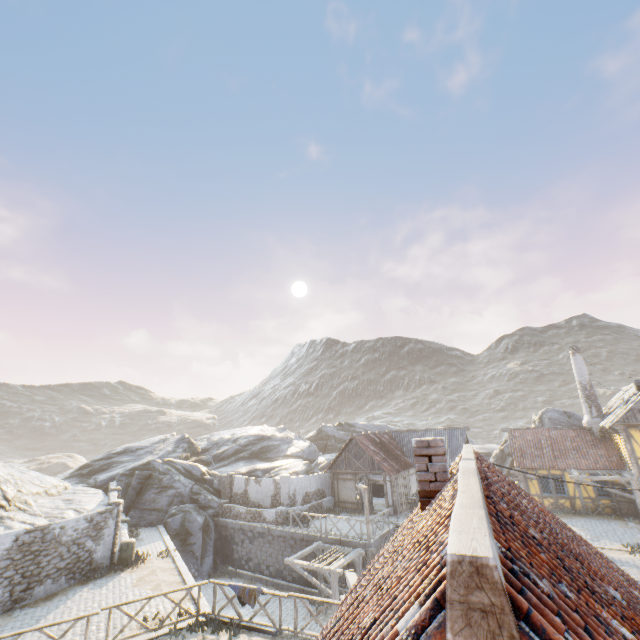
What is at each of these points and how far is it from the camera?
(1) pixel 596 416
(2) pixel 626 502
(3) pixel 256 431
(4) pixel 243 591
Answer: (1) chimney, 24.73m
(2) door, 21.34m
(3) rock, 43.56m
(4) fabric, 11.76m

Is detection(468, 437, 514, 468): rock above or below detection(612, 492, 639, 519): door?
above

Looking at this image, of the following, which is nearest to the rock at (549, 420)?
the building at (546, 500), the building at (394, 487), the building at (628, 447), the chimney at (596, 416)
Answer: the building at (394, 487)

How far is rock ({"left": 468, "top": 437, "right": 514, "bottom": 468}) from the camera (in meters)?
33.35

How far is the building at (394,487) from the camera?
24.7m

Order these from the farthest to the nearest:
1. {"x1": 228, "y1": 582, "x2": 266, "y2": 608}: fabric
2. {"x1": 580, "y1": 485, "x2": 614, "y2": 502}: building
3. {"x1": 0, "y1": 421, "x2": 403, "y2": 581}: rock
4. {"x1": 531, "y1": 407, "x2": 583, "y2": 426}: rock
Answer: {"x1": 531, "y1": 407, "x2": 583, "y2": 426}: rock → {"x1": 580, "y1": 485, "x2": 614, "y2": 502}: building → {"x1": 0, "y1": 421, "x2": 403, "y2": 581}: rock → {"x1": 228, "y1": 582, "x2": 266, "y2": 608}: fabric

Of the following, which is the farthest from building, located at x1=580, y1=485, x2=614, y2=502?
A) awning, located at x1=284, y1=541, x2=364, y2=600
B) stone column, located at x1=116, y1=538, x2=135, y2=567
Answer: stone column, located at x1=116, y1=538, x2=135, y2=567

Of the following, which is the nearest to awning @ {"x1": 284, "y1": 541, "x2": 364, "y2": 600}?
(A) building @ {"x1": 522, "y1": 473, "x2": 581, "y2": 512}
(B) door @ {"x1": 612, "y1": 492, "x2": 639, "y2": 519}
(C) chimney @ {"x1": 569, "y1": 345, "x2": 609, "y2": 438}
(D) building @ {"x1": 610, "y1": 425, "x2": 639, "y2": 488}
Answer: (A) building @ {"x1": 522, "y1": 473, "x2": 581, "y2": 512}
